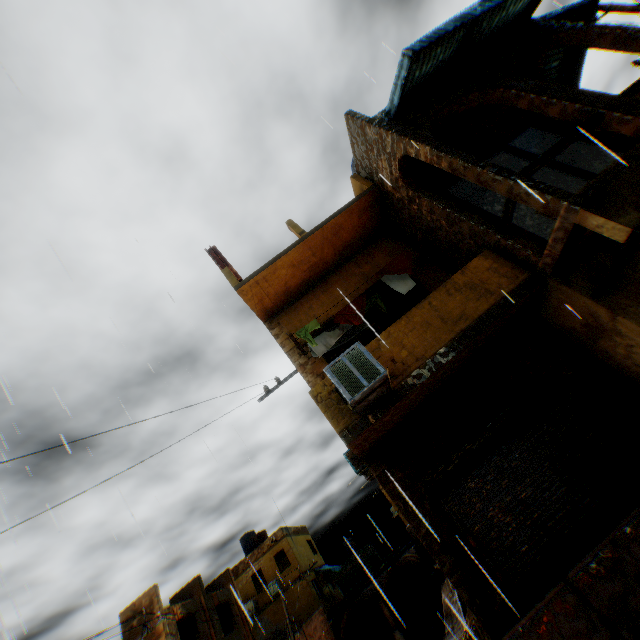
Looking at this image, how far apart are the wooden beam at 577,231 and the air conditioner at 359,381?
3.3 meters

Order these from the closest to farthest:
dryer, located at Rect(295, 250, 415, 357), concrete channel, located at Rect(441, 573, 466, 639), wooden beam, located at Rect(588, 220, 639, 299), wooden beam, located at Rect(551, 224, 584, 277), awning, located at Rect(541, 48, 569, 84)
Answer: wooden beam, located at Rect(588, 220, 639, 299)
wooden beam, located at Rect(551, 224, 584, 277)
dryer, located at Rect(295, 250, 415, 357)
awning, located at Rect(541, 48, 569, 84)
concrete channel, located at Rect(441, 573, 466, 639)

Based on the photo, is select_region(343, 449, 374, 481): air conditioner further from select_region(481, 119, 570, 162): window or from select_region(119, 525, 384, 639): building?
select_region(481, 119, 570, 162): window

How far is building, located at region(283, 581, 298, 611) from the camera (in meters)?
26.19

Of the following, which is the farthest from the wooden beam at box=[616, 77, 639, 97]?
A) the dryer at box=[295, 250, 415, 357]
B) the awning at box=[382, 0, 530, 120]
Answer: the dryer at box=[295, 250, 415, 357]

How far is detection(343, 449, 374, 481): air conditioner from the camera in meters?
11.2 m

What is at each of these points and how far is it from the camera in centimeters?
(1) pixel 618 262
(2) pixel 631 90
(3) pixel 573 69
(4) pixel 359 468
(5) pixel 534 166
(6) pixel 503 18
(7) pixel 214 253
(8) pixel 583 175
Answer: (1) wooden beam, 479cm
(2) wooden beam, 562cm
(3) awning, 877cm
(4) air conditioner, 1119cm
(5) wooden beam, 538cm
(6) awning, 688cm
(7) wooden shield, 953cm
(8) window, 717cm

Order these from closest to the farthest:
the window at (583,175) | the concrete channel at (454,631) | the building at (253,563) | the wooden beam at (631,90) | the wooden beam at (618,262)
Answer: the wooden beam at (618,262), the wooden beam at (631,90), the window at (583,175), the concrete channel at (454,631), the building at (253,563)
